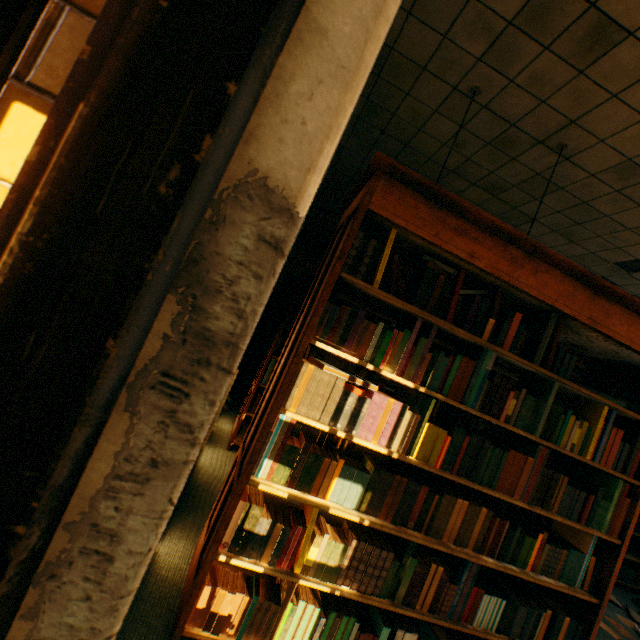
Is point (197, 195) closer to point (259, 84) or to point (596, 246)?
point (259, 84)

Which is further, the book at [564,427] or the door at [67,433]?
the book at [564,427]

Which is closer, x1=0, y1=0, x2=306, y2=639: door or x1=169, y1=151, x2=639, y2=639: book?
x1=0, y1=0, x2=306, y2=639: door
